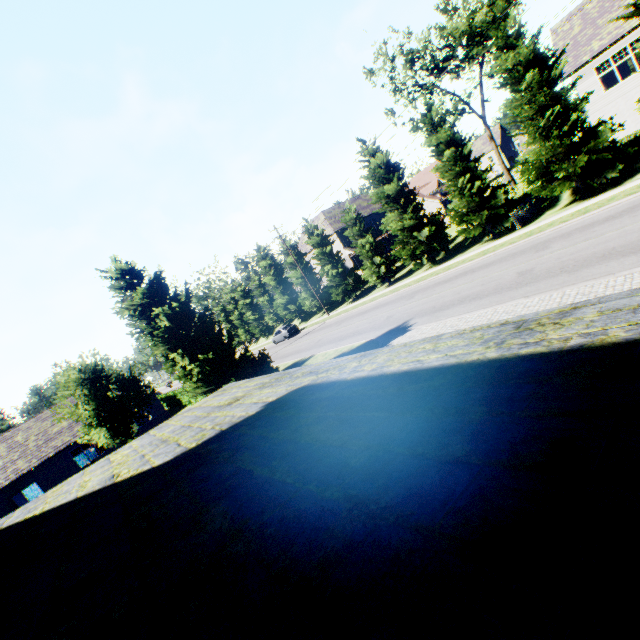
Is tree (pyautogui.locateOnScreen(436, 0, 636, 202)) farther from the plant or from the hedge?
the hedge

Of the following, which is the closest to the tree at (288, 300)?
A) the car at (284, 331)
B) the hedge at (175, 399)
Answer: the car at (284, 331)

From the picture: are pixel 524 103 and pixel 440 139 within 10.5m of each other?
yes

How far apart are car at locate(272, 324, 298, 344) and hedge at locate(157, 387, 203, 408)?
11.20m

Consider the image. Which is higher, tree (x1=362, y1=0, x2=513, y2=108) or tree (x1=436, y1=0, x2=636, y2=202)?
tree (x1=362, y1=0, x2=513, y2=108)

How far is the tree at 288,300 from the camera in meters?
40.4 m

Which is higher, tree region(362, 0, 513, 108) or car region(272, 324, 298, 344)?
tree region(362, 0, 513, 108)
